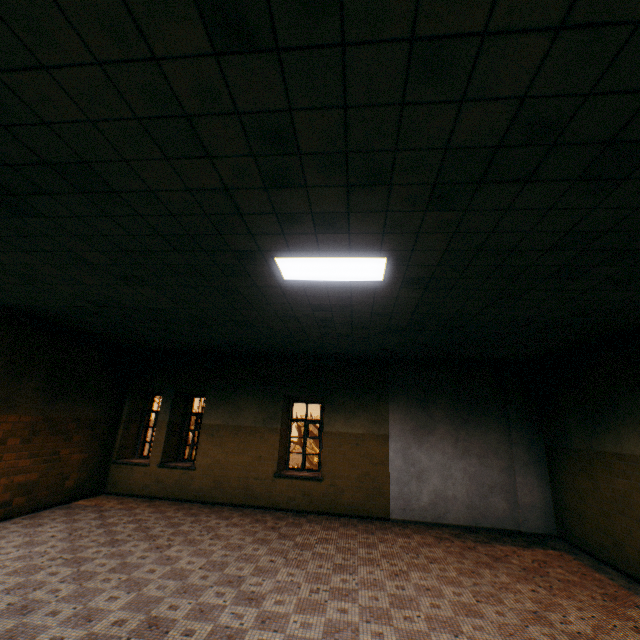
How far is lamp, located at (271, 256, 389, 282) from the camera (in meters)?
3.65

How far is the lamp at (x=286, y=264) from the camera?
3.6 meters

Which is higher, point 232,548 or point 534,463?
point 534,463
